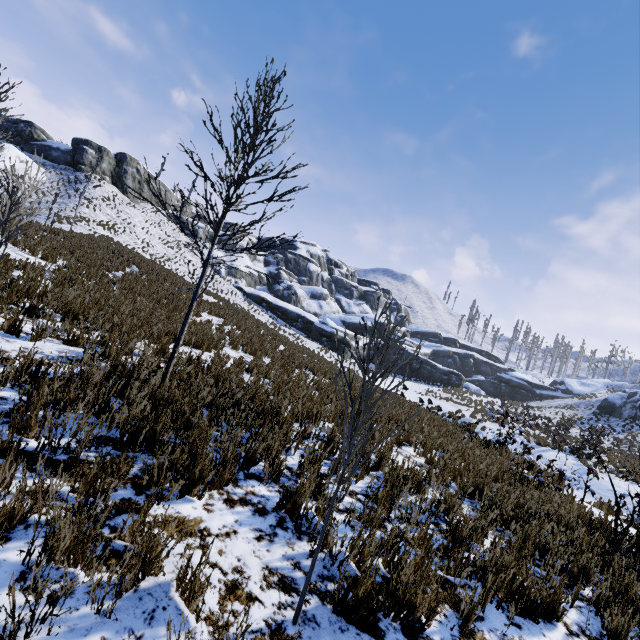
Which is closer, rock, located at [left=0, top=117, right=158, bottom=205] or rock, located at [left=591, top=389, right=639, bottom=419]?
rock, located at [left=591, top=389, right=639, bottom=419]

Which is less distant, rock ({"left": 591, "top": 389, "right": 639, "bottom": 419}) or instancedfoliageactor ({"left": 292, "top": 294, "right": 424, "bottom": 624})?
instancedfoliageactor ({"left": 292, "top": 294, "right": 424, "bottom": 624})

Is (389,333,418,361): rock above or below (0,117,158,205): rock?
below

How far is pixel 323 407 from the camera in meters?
6.5 m

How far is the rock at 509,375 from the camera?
45.7 meters

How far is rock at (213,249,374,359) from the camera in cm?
4056

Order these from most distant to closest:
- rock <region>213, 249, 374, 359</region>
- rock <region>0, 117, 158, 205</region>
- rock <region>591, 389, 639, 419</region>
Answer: rock <region>213, 249, 374, 359</region> → rock <region>0, 117, 158, 205</region> → rock <region>591, 389, 639, 419</region>
